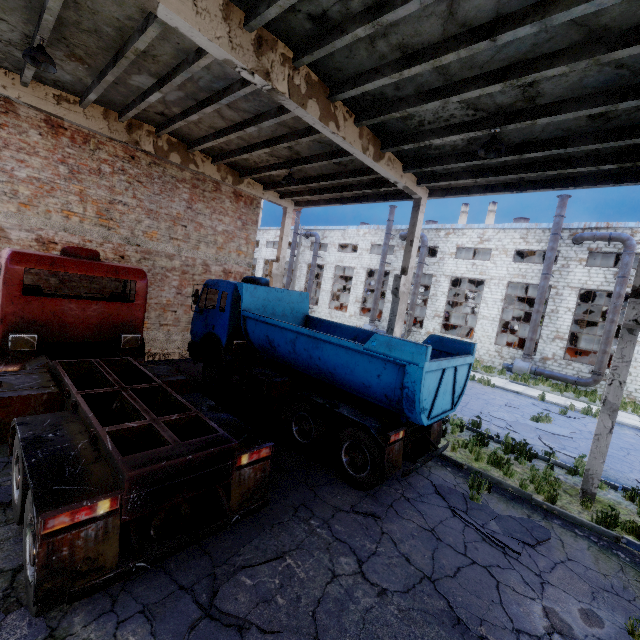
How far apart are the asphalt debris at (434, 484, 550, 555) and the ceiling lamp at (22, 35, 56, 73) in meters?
11.9 m

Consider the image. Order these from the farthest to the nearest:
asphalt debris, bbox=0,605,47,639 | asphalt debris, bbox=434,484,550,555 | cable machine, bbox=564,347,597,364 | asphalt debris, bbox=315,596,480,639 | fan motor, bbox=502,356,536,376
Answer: cable machine, bbox=564,347,597,364 < fan motor, bbox=502,356,536,376 < asphalt debris, bbox=434,484,550,555 < asphalt debris, bbox=315,596,480,639 < asphalt debris, bbox=0,605,47,639

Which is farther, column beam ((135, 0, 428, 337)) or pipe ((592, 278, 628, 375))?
pipe ((592, 278, 628, 375))

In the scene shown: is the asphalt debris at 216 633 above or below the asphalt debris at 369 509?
below

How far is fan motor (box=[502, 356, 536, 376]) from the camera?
22.9m

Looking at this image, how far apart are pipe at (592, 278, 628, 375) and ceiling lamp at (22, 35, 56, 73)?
27.2m

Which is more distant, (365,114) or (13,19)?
(365,114)

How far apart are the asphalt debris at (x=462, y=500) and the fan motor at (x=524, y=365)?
19.44m
